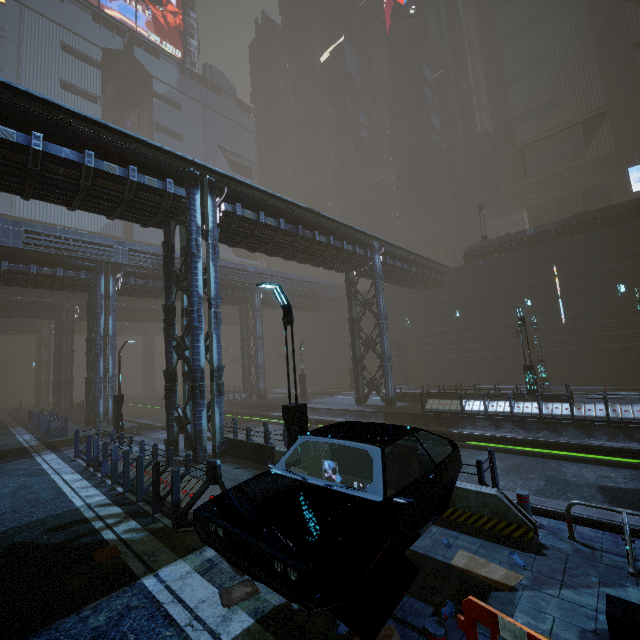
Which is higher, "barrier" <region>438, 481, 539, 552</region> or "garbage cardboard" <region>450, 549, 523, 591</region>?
"barrier" <region>438, 481, 539, 552</region>

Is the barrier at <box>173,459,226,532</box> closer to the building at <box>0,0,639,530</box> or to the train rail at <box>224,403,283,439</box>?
the building at <box>0,0,639,530</box>

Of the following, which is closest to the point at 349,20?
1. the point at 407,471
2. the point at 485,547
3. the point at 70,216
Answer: the point at 70,216

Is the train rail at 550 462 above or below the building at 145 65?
below

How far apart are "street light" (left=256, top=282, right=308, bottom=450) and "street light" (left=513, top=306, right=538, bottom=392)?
14.2 meters

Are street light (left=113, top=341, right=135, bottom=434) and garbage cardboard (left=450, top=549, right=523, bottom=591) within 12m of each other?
no

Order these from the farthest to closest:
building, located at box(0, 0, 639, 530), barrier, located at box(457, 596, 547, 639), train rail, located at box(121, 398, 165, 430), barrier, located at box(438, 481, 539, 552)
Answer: train rail, located at box(121, 398, 165, 430)
building, located at box(0, 0, 639, 530)
barrier, located at box(438, 481, 539, 552)
barrier, located at box(457, 596, 547, 639)

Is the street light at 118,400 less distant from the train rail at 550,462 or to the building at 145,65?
the train rail at 550,462
